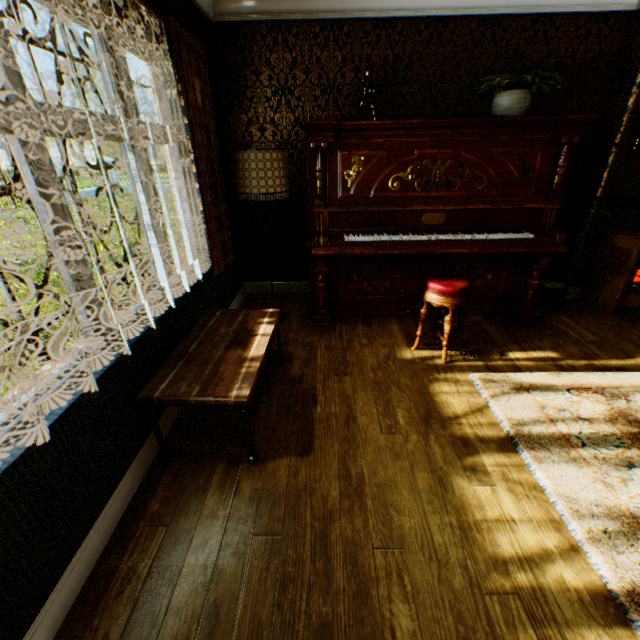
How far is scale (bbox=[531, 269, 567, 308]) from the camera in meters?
3.9 m

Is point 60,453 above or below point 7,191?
below

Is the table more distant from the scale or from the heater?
the heater

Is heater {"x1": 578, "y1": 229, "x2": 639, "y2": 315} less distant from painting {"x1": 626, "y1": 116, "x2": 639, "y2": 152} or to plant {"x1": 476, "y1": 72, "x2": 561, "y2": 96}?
painting {"x1": 626, "y1": 116, "x2": 639, "y2": 152}

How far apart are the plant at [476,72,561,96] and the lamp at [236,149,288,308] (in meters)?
1.99

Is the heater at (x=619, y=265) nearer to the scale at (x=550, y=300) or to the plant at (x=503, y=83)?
the scale at (x=550, y=300)

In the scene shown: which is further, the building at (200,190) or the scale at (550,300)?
the scale at (550,300)

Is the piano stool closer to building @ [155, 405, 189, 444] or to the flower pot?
building @ [155, 405, 189, 444]
